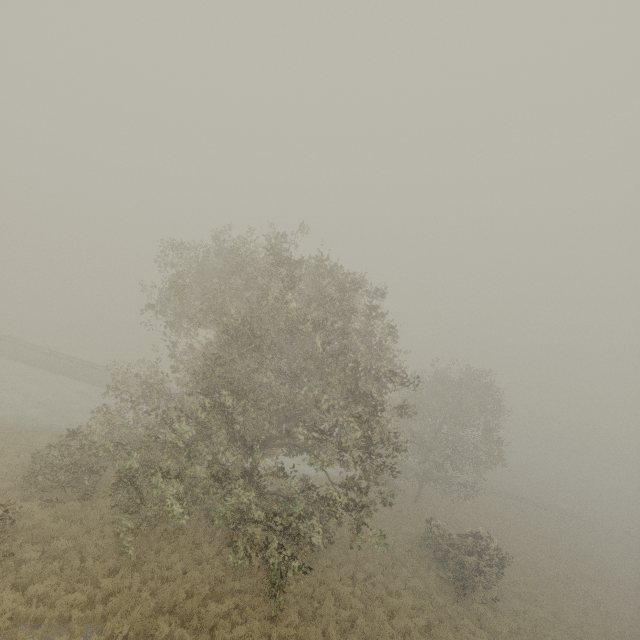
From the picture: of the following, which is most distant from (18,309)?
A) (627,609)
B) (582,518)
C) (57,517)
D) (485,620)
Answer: (582,518)
